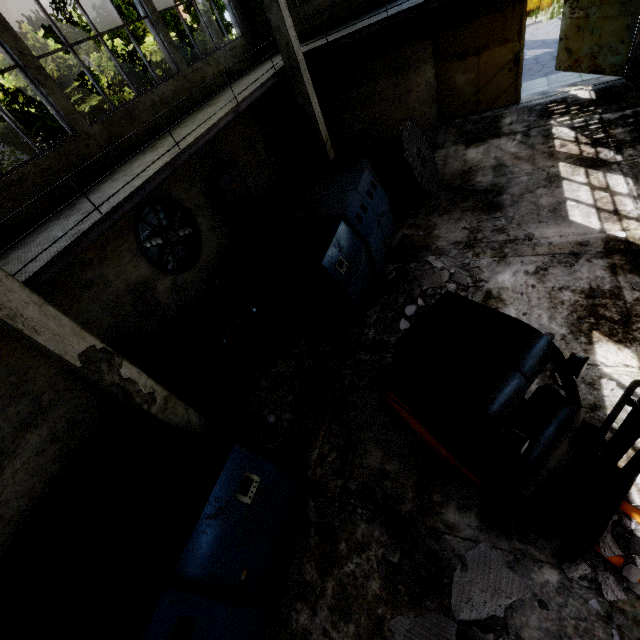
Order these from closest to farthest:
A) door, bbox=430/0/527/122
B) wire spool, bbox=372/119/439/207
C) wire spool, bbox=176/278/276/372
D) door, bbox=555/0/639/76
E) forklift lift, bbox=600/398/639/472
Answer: forklift lift, bbox=600/398/639/472 → wire spool, bbox=176/278/276/372 → wire spool, bbox=372/119/439/207 → door, bbox=555/0/639/76 → door, bbox=430/0/527/122

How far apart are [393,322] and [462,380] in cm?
387

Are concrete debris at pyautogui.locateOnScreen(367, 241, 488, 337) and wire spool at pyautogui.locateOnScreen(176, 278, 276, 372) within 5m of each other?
yes

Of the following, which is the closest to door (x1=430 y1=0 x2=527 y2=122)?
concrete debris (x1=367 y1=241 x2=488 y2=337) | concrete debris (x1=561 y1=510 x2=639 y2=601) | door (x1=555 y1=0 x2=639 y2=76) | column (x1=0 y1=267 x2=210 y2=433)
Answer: door (x1=555 y1=0 x2=639 y2=76)

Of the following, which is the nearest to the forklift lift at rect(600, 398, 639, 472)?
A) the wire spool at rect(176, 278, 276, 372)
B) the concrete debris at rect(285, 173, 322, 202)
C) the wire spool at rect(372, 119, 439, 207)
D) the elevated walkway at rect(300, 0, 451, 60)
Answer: the wire spool at rect(176, 278, 276, 372)

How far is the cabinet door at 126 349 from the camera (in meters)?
7.28

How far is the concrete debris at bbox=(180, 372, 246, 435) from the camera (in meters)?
6.83

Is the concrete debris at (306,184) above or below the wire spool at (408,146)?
below
